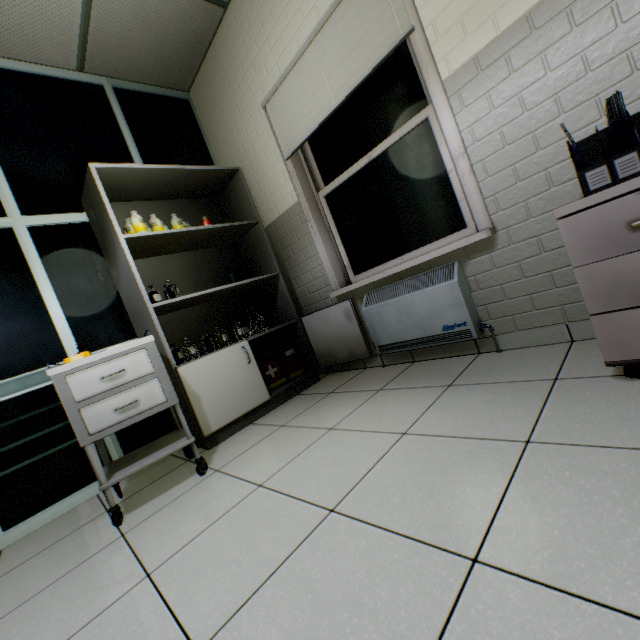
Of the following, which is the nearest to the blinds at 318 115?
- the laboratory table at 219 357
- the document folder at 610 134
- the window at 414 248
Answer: the window at 414 248

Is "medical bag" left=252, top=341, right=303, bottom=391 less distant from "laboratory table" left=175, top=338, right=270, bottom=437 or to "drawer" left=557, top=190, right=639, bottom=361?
"laboratory table" left=175, top=338, right=270, bottom=437

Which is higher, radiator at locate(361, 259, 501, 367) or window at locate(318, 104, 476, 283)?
window at locate(318, 104, 476, 283)

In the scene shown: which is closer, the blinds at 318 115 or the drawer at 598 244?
the drawer at 598 244

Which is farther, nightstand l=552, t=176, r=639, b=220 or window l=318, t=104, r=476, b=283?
window l=318, t=104, r=476, b=283

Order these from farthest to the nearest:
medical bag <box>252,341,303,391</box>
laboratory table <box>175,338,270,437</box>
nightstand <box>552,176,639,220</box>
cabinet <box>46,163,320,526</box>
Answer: medical bag <box>252,341,303,391</box> < laboratory table <box>175,338,270,437</box> < cabinet <box>46,163,320,526</box> < nightstand <box>552,176,639,220</box>

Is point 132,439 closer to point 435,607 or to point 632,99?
point 435,607

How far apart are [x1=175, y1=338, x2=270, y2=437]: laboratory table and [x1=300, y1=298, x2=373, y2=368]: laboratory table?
0.6m
